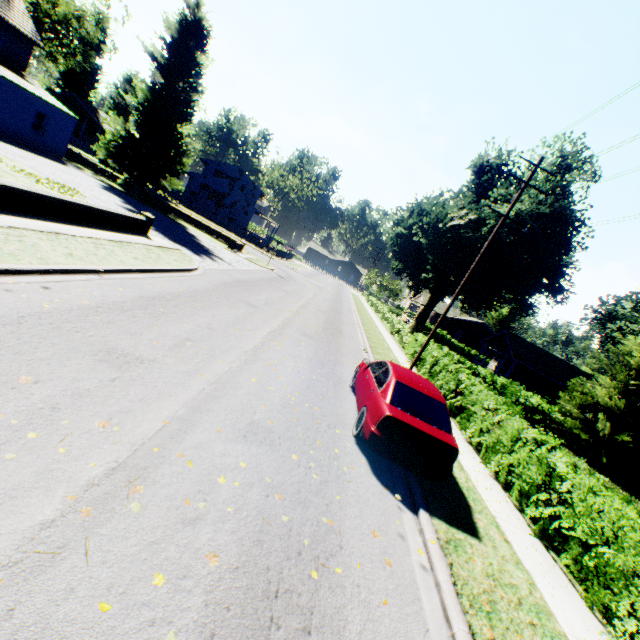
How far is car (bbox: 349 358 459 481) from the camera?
6.14m

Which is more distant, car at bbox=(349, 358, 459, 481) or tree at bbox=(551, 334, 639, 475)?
tree at bbox=(551, 334, 639, 475)

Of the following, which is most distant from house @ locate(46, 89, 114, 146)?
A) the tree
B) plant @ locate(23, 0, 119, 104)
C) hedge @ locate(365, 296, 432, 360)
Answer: Answer: the tree

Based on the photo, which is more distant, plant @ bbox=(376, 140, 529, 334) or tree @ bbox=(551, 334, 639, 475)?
plant @ bbox=(376, 140, 529, 334)

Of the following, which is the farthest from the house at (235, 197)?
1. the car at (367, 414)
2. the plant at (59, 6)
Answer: the car at (367, 414)

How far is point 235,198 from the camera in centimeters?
4909cm

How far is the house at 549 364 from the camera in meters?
29.7

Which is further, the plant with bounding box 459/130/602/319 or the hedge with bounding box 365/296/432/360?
the plant with bounding box 459/130/602/319
